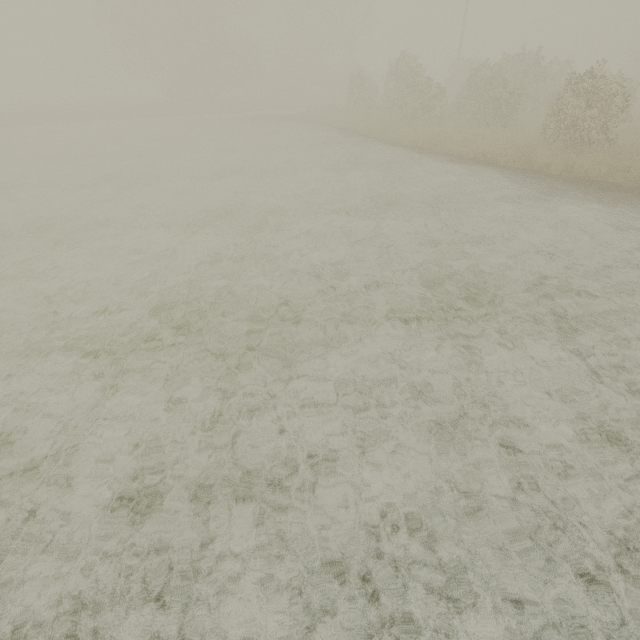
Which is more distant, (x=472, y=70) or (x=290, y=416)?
(x=472, y=70)
